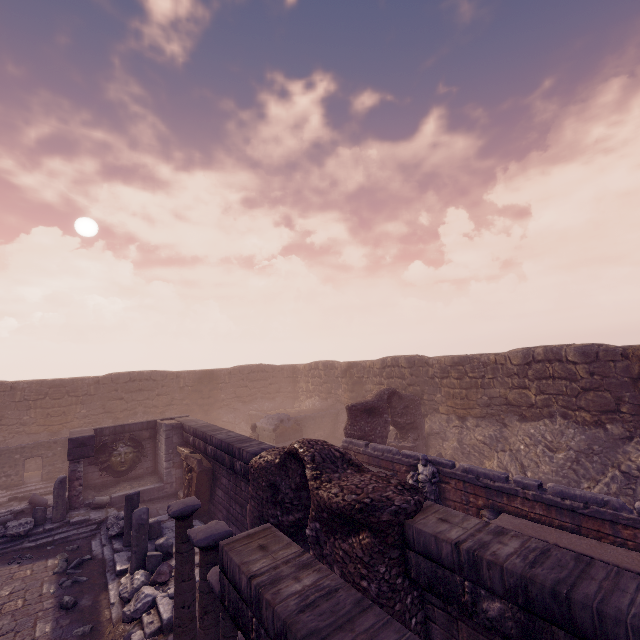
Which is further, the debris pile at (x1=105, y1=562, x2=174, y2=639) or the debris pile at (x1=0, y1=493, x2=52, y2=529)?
the debris pile at (x1=0, y1=493, x2=52, y2=529)

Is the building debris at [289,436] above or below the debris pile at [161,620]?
above

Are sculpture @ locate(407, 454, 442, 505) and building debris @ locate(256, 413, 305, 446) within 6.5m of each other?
no

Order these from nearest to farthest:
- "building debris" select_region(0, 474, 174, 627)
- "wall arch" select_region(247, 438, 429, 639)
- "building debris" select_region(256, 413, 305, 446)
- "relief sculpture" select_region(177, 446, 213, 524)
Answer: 1. "wall arch" select_region(247, 438, 429, 639)
2. "building debris" select_region(0, 474, 174, 627)
3. "relief sculpture" select_region(177, 446, 213, 524)
4. "building debris" select_region(256, 413, 305, 446)

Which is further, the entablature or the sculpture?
the sculpture

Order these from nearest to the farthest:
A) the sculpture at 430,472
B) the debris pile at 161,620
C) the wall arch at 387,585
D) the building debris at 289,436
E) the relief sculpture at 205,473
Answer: the wall arch at 387,585, the debris pile at 161,620, the sculpture at 430,472, the relief sculpture at 205,473, the building debris at 289,436

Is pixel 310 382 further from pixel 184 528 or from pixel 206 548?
pixel 206 548

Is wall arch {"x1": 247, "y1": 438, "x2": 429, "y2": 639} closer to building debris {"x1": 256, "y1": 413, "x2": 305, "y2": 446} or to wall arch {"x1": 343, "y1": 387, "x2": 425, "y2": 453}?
wall arch {"x1": 343, "y1": 387, "x2": 425, "y2": 453}
